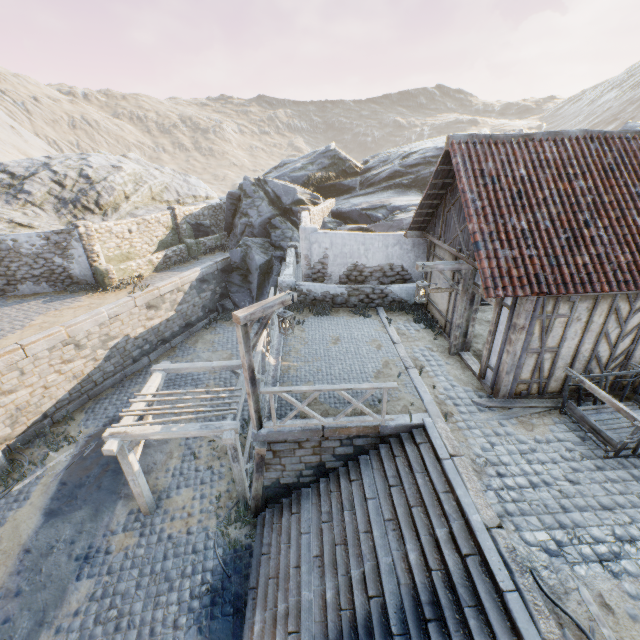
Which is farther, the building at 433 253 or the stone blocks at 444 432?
the building at 433 253

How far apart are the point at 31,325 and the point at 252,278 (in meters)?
10.65

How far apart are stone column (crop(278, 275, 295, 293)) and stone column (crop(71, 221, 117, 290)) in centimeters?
894cm

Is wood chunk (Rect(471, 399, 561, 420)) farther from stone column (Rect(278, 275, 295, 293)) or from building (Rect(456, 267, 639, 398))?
stone column (Rect(278, 275, 295, 293))

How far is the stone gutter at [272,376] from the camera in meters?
9.0 m

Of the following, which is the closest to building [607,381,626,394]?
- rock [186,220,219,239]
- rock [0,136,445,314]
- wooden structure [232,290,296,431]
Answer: rock [0,136,445,314]

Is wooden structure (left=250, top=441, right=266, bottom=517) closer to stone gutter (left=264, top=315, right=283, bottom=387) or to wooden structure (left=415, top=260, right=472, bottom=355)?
stone gutter (left=264, top=315, right=283, bottom=387)

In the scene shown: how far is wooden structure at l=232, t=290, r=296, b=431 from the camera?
6.3m
